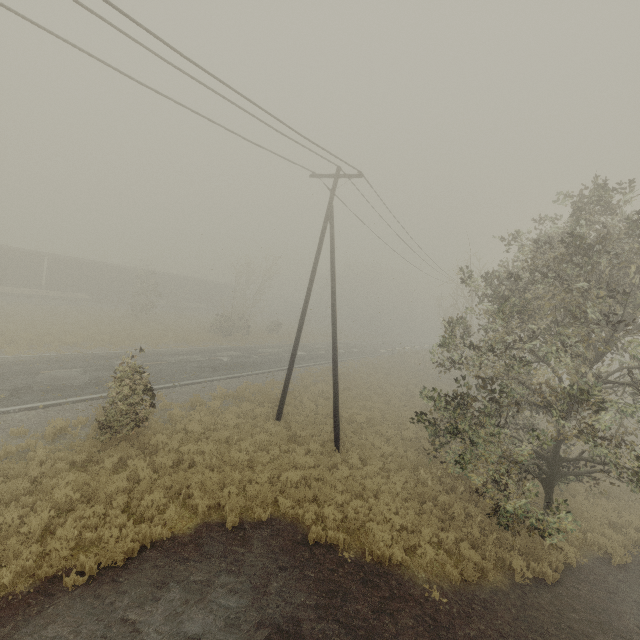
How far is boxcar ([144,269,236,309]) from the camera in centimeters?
4478cm

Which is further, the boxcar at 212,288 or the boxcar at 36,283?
the boxcar at 212,288

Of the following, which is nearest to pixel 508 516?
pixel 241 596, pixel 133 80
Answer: pixel 241 596

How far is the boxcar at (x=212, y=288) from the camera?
44.78m

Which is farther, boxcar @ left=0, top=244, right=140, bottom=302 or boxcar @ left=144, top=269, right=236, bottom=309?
boxcar @ left=144, top=269, right=236, bottom=309
